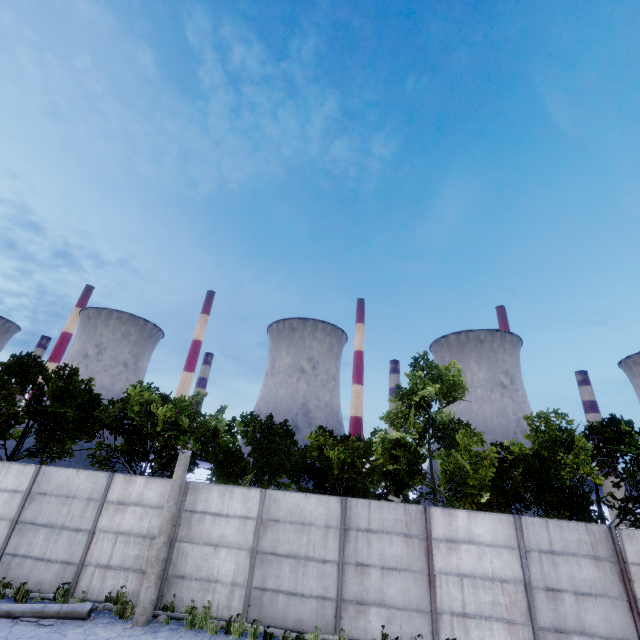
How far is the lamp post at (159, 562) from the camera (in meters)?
9.34

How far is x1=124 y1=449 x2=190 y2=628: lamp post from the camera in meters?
9.3

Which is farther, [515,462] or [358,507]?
[515,462]
